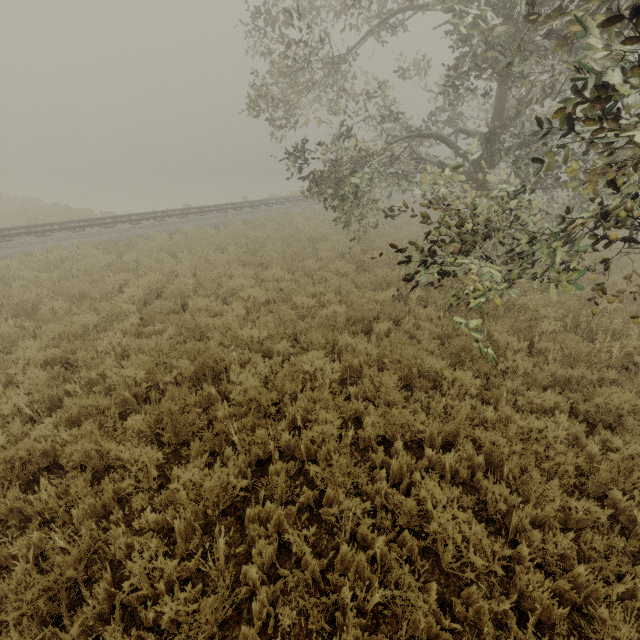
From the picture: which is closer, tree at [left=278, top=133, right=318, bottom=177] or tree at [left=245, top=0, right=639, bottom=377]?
tree at [left=245, top=0, right=639, bottom=377]

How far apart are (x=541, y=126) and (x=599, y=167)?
0.9 meters

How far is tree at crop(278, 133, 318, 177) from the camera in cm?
850

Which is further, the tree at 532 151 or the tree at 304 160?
the tree at 304 160

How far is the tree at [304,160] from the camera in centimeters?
850cm
